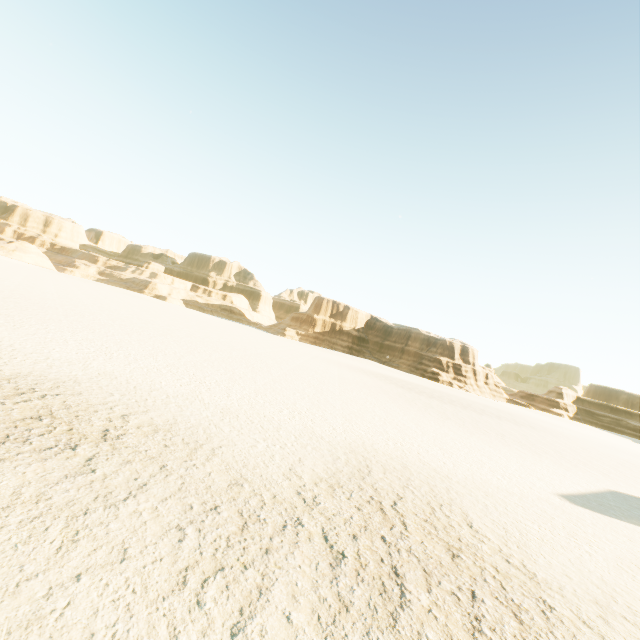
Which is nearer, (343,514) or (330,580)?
(330,580)
